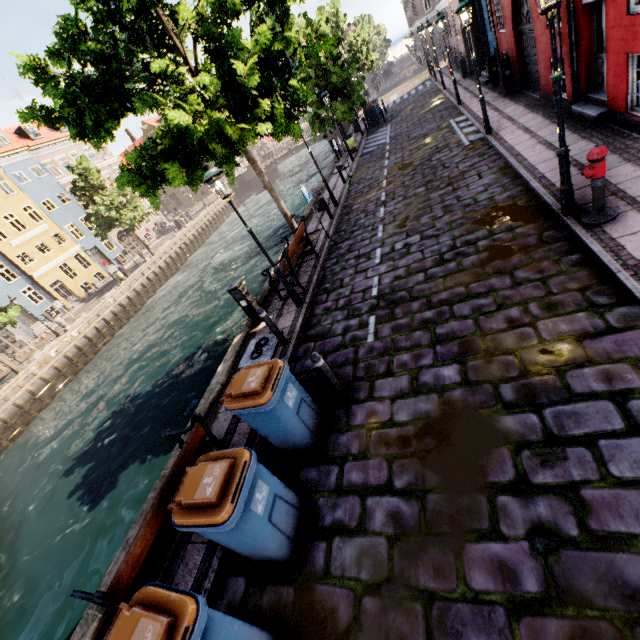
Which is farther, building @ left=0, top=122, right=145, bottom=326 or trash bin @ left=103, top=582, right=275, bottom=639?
building @ left=0, top=122, right=145, bottom=326

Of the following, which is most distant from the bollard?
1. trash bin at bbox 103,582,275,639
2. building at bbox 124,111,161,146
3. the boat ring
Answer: building at bbox 124,111,161,146

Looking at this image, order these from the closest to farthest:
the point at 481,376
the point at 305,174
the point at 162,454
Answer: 1. the point at 481,376
2. the point at 162,454
3. the point at 305,174

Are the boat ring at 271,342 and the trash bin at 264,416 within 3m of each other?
yes

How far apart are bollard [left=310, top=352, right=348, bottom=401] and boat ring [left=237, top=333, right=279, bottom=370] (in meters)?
2.26

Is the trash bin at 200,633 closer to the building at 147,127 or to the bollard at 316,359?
the bollard at 316,359

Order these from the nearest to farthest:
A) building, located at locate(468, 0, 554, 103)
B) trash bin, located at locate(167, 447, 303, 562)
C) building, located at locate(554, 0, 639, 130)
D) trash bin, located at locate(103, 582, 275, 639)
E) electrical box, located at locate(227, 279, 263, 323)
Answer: trash bin, located at locate(103, 582, 275, 639) < trash bin, located at locate(167, 447, 303, 562) < building, located at locate(554, 0, 639, 130) < electrical box, located at locate(227, 279, 263, 323) < building, located at locate(468, 0, 554, 103)

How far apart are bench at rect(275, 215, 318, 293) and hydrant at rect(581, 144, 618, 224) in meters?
5.9
